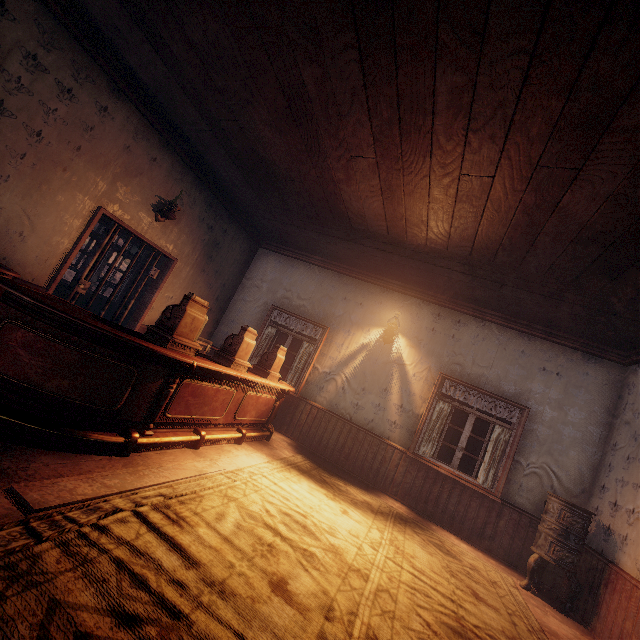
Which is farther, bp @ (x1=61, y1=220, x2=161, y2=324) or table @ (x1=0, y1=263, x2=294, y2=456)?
bp @ (x1=61, y1=220, x2=161, y2=324)

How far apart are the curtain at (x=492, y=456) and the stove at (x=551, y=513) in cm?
75

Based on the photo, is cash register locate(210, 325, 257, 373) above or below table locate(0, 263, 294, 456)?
above

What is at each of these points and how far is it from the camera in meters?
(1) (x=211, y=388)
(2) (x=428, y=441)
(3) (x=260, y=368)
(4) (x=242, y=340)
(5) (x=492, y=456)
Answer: (1) table, 3.8 m
(2) curtain, 5.9 m
(3) cash register, 5.3 m
(4) cash register, 4.4 m
(5) curtain, 5.5 m

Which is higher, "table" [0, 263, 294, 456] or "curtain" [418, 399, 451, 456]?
"curtain" [418, 399, 451, 456]

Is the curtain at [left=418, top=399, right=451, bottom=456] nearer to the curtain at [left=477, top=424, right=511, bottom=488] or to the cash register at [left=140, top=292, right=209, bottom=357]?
the curtain at [left=477, top=424, right=511, bottom=488]

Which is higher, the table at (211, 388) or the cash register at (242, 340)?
the cash register at (242, 340)

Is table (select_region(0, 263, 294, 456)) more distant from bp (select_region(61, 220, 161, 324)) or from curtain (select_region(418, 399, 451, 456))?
bp (select_region(61, 220, 161, 324))
